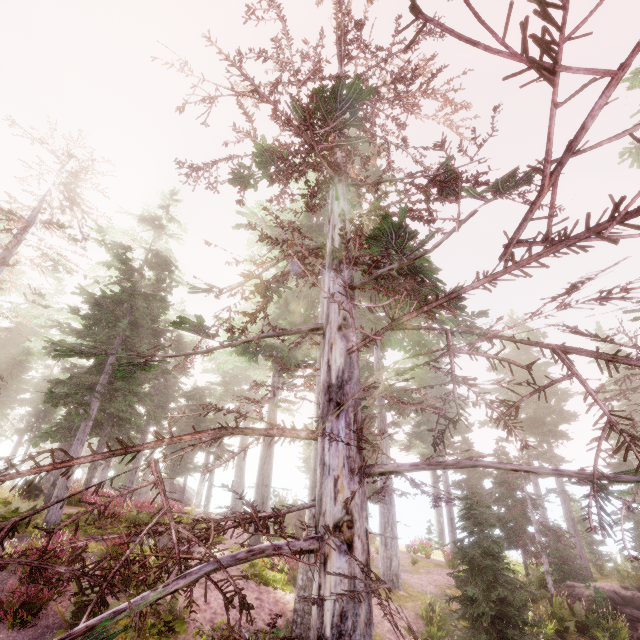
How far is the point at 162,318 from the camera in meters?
26.8

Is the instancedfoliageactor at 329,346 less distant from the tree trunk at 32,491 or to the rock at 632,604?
the tree trunk at 32,491

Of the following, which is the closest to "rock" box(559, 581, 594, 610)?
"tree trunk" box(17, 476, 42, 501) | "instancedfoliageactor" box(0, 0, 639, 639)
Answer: "instancedfoliageactor" box(0, 0, 639, 639)

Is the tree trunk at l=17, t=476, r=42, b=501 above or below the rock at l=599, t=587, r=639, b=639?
above

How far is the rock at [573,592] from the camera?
14.9m

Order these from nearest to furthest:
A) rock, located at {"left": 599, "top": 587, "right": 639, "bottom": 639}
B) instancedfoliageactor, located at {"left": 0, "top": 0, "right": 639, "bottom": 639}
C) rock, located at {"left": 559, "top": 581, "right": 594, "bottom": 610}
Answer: instancedfoliageactor, located at {"left": 0, "top": 0, "right": 639, "bottom": 639}, rock, located at {"left": 599, "top": 587, "right": 639, "bottom": 639}, rock, located at {"left": 559, "top": 581, "right": 594, "bottom": 610}
